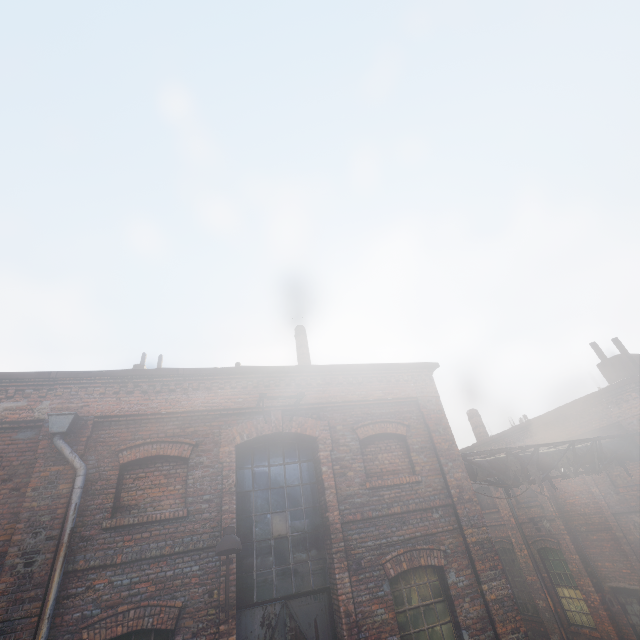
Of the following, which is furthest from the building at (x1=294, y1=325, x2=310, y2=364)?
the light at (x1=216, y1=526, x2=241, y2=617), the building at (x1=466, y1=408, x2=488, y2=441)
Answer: the building at (x1=466, y1=408, x2=488, y2=441)

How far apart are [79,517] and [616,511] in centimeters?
1584cm

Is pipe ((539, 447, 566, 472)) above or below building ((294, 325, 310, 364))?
below

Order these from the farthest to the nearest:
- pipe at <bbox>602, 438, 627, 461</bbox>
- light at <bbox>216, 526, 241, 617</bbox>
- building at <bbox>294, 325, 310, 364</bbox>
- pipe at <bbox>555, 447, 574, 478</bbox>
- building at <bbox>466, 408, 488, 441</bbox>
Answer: building at <bbox>466, 408, 488, 441</bbox>
building at <bbox>294, 325, 310, 364</bbox>
pipe at <bbox>602, 438, 627, 461</bbox>
pipe at <bbox>555, 447, 574, 478</bbox>
light at <bbox>216, 526, 241, 617</bbox>

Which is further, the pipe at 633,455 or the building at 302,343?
the building at 302,343

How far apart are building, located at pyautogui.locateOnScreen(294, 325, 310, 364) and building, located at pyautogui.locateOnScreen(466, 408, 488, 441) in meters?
12.9

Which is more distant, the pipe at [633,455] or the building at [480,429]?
the building at [480,429]

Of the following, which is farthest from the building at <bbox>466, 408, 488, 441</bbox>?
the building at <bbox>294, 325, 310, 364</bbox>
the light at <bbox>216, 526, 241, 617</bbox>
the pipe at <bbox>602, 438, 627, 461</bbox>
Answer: the light at <bbox>216, 526, 241, 617</bbox>
